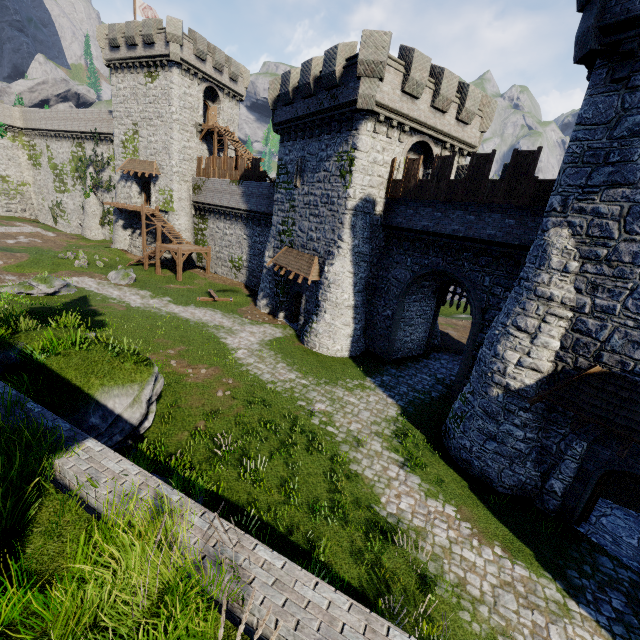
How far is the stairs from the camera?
31.5 meters

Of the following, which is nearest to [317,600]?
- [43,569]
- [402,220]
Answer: [43,569]

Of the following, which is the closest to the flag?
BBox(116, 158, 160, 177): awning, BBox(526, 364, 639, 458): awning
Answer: BBox(116, 158, 160, 177): awning

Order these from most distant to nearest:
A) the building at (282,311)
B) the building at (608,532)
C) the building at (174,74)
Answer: the building at (174,74) → the building at (282,311) → the building at (608,532)

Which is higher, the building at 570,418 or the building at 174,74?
the building at 174,74

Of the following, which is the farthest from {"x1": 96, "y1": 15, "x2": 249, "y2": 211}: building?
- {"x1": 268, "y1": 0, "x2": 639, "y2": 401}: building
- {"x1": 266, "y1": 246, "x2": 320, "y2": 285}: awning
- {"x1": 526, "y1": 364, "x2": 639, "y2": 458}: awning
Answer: {"x1": 526, "y1": 364, "x2": 639, "y2": 458}: awning

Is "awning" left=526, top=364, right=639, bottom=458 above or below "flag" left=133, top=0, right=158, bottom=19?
below

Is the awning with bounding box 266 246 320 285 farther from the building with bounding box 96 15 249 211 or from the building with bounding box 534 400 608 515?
the building with bounding box 96 15 249 211
